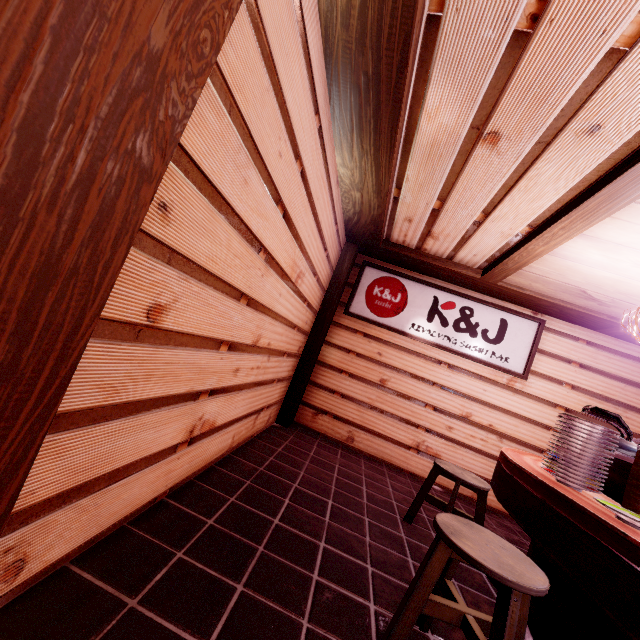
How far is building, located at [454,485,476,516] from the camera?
7.3m

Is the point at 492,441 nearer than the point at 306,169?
No

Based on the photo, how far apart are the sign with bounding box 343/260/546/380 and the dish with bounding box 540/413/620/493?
5.0m

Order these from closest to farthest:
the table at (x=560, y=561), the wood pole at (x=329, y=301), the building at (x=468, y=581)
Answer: the table at (x=560, y=561), the building at (x=468, y=581), the wood pole at (x=329, y=301)

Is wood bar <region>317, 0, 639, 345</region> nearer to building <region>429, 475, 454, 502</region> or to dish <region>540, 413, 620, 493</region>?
building <region>429, 475, 454, 502</region>

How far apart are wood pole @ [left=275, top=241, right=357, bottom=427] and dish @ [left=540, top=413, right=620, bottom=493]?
5.57m

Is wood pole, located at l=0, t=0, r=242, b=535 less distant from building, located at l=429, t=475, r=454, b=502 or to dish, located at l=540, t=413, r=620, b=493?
building, located at l=429, t=475, r=454, b=502

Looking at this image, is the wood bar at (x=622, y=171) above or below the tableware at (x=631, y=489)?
above
